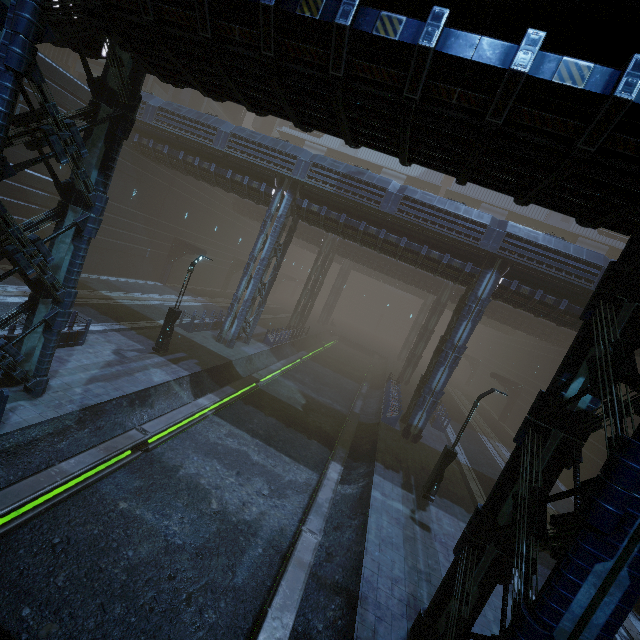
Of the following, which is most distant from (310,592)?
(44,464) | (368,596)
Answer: (44,464)

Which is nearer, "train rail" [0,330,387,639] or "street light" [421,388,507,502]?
"train rail" [0,330,387,639]

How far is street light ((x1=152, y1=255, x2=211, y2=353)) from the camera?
16.38m

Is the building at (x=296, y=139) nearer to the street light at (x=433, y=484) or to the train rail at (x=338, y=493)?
the train rail at (x=338, y=493)

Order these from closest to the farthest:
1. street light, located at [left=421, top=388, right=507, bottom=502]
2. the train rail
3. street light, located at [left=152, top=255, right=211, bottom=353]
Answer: the train rail, street light, located at [left=421, top=388, right=507, bottom=502], street light, located at [left=152, top=255, right=211, bottom=353]

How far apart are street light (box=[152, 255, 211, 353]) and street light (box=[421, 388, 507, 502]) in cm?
1435

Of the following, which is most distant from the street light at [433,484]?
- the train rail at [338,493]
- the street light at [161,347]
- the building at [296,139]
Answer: the street light at [161,347]

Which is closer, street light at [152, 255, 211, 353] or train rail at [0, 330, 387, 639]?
train rail at [0, 330, 387, 639]
